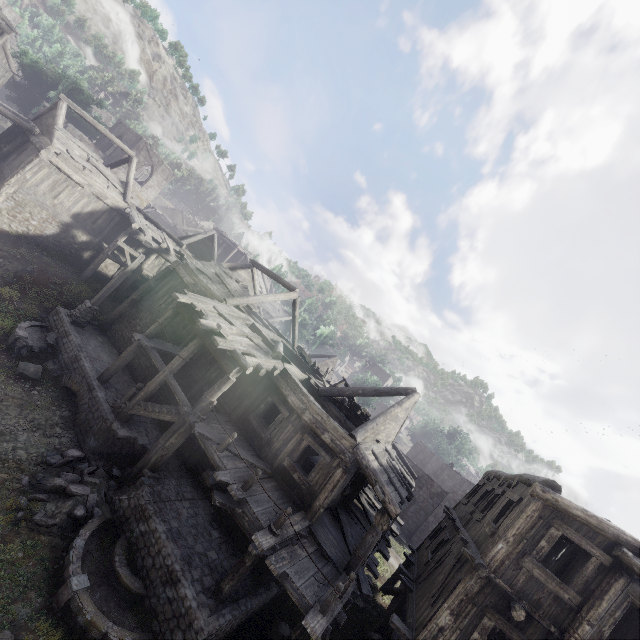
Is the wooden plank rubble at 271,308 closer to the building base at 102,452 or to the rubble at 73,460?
the building base at 102,452

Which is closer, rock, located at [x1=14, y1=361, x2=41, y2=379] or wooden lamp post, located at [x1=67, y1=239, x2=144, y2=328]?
rock, located at [x1=14, y1=361, x2=41, y2=379]

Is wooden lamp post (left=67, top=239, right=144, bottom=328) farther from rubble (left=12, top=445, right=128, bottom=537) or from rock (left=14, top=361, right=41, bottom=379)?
rubble (left=12, top=445, right=128, bottom=537)

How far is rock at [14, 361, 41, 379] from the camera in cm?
1273

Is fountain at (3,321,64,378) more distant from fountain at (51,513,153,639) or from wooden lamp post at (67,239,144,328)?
fountain at (51,513,153,639)

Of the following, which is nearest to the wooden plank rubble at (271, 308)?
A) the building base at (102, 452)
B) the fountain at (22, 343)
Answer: the building base at (102, 452)

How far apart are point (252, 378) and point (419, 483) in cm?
2261

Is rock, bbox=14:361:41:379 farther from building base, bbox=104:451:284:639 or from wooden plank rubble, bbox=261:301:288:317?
wooden plank rubble, bbox=261:301:288:317
